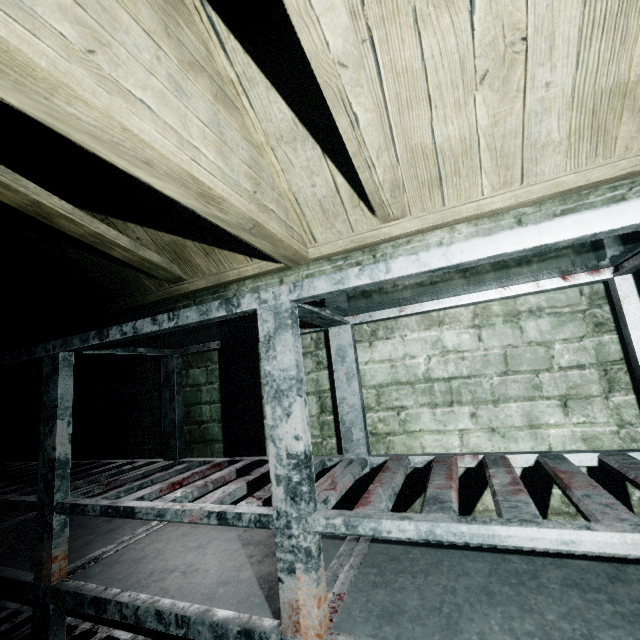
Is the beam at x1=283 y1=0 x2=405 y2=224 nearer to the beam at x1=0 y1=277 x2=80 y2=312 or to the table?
the table

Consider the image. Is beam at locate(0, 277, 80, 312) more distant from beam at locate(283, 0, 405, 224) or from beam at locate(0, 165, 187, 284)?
beam at locate(283, 0, 405, 224)

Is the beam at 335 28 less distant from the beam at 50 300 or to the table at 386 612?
the table at 386 612

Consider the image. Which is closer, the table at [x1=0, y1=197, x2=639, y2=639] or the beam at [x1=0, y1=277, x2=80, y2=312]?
the table at [x1=0, y1=197, x2=639, y2=639]

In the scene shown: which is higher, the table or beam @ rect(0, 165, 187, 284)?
beam @ rect(0, 165, 187, 284)

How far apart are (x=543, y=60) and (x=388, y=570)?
1.6 meters

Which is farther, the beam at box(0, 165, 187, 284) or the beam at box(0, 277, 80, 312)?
the beam at box(0, 277, 80, 312)
